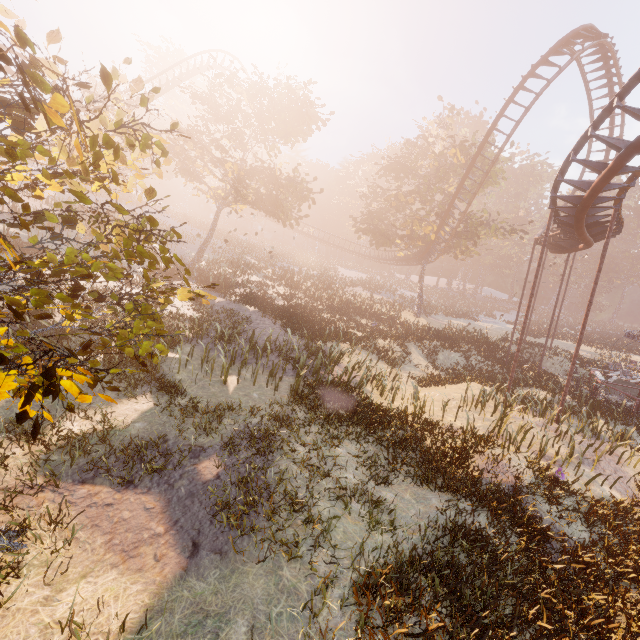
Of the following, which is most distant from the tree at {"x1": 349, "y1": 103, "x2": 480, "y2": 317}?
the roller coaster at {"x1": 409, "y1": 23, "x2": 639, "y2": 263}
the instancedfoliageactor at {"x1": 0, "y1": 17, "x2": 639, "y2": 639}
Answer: the instancedfoliageactor at {"x1": 0, "y1": 17, "x2": 639, "y2": 639}

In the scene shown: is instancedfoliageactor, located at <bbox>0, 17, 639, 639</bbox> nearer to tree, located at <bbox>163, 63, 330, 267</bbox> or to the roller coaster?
the roller coaster

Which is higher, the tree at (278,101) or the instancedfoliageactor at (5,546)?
the tree at (278,101)

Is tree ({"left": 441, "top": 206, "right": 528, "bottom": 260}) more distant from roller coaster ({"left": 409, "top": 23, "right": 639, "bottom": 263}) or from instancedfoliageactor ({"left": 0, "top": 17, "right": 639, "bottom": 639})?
instancedfoliageactor ({"left": 0, "top": 17, "right": 639, "bottom": 639})

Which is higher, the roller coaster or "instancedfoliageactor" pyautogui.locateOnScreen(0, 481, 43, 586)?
the roller coaster

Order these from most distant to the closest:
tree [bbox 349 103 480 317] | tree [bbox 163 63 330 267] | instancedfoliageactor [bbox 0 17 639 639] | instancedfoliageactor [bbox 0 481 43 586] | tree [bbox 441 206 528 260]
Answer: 1. tree [bbox 349 103 480 317]
2. tree [bbox 441 206 528 260]
3. tree [bbox 163 63 330 267]
4. instancedfoliageactor [bbox 0 481 43 586]
5. instancedfoliageactor [bbox 0 17 639 639]

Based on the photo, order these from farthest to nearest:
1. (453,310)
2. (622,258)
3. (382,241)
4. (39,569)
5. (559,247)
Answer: (622,258) → (453,310) → (382,241) → (559,247) → (39,569)

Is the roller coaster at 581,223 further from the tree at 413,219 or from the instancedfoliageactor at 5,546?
the instancedfoliageactor at 5,546
